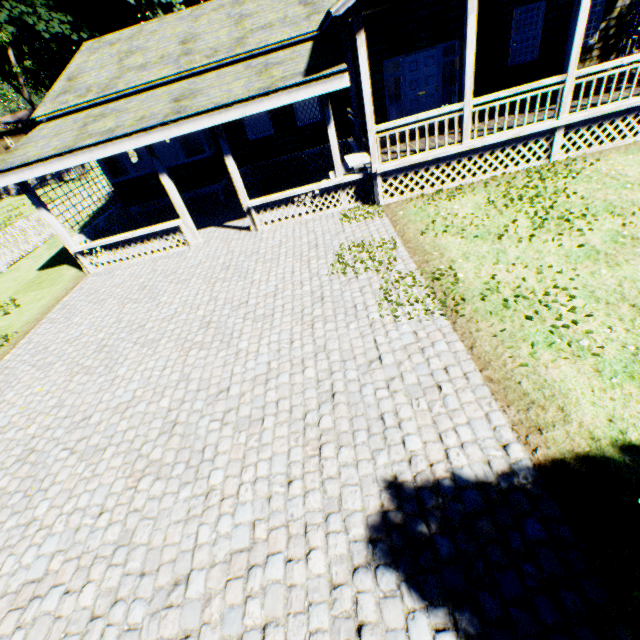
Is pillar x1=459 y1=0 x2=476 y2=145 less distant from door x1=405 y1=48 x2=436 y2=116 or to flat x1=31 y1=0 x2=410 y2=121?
flat x1=31 y1=0 x2=410 y2=121

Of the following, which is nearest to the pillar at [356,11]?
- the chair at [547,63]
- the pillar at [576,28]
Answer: the pillar at [576,28]

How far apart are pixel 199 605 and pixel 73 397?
4.7m

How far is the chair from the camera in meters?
10.5

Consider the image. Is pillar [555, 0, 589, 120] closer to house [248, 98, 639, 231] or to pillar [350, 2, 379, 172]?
house [248, 98, 639, 231]

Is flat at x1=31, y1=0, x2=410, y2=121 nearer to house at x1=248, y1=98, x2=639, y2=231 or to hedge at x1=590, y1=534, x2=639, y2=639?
house at x1=248, y1=98, x2=639, y2=231

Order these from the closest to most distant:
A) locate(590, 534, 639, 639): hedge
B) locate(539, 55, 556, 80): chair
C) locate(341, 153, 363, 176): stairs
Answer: locate(590, 534, 639, 639): hedge, locate(341, 153, 363, 176): stairs, locate(539, 55, 556, 80): chair

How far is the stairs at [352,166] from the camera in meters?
9.8
